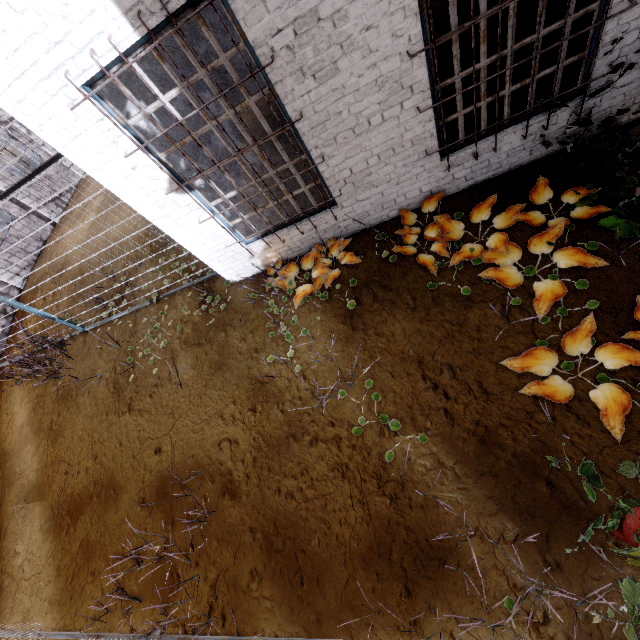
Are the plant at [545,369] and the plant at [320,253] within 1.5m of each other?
no

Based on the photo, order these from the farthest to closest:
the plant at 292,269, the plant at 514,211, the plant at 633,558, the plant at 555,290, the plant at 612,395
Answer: the plant at 292,269 < the plant at 514,211 < the plant at 555,290 < the plant at 612,395 < the plant at 633,558

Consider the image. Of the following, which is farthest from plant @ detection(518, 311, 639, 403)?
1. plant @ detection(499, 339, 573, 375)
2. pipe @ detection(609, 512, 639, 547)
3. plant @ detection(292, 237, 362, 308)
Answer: plant @ detection(292, 237, 362, 308)

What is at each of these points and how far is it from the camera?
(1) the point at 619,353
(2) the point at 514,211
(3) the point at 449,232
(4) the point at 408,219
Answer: (1) plant, 2.9m
(2) plant, 3.9m
(3) plant, 4.0m
(4) plant, 4.5m

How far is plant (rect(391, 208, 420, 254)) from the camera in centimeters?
432cm

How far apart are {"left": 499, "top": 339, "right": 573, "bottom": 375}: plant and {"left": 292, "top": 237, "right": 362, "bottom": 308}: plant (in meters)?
2.19

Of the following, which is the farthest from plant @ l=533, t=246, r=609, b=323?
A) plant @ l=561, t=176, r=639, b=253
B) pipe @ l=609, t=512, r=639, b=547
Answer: pipe @ l=609, t=512, r=639, b=547
